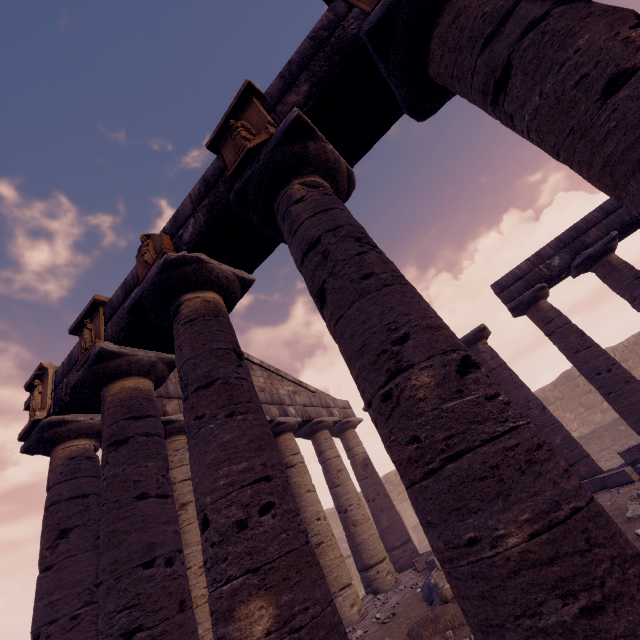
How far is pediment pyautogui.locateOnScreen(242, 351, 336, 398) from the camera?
12.1 meters

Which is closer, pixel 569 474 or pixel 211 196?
pixel 569 474

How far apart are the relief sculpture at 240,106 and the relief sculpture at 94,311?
3.3m

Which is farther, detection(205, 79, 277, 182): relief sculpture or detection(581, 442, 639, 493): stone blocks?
detection(581, 442, 639, 493): stone blocks

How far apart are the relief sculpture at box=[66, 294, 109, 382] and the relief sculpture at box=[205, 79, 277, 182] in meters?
3.3 m

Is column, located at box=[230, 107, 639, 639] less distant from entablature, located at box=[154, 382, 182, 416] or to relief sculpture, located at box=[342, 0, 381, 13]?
entablature, located at box=[154, 382, 182, 416]

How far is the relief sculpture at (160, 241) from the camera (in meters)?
4.43

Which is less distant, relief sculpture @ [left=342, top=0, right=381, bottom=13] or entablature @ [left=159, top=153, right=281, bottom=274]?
relief sculpture @ [left=342, top=0, right=381, bottom=13]
